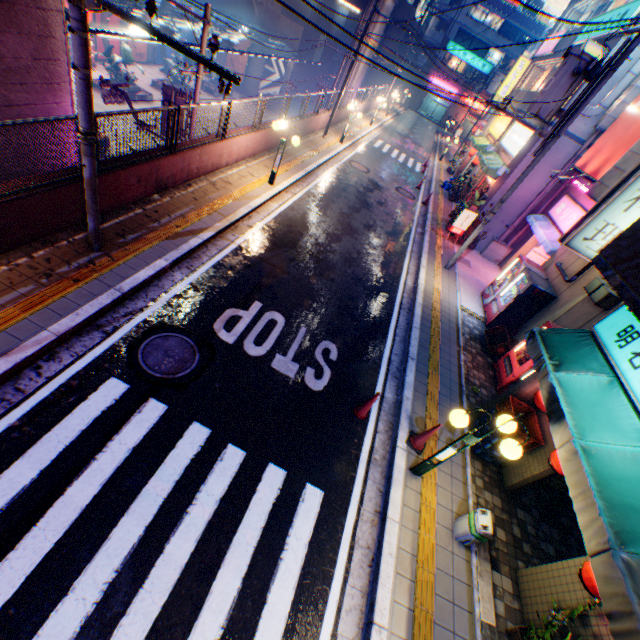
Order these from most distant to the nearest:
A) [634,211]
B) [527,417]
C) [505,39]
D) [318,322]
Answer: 1. [505,39]
2. [318,322]
3. [634,211]
4. [527,417]

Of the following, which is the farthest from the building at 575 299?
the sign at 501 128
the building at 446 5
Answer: the building at 446 5

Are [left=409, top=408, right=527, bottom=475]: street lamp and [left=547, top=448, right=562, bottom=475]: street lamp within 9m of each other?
yes

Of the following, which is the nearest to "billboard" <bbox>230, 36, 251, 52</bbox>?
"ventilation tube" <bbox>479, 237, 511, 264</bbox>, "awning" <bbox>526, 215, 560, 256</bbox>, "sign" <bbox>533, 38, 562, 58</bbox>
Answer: "sign" <bbox>533, 38, 562, 58</bbox>

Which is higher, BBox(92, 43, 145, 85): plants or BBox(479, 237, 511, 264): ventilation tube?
BBox(479, 237, 511, 264): ventilation tube

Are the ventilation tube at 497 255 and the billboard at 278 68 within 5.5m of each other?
no

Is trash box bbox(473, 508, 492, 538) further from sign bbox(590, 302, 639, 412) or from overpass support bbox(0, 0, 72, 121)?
overpass support bbox(0, 0, 72, 121)

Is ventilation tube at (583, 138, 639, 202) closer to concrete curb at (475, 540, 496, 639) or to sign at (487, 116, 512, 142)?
concrete curb at (475, 540, 496, 639)
